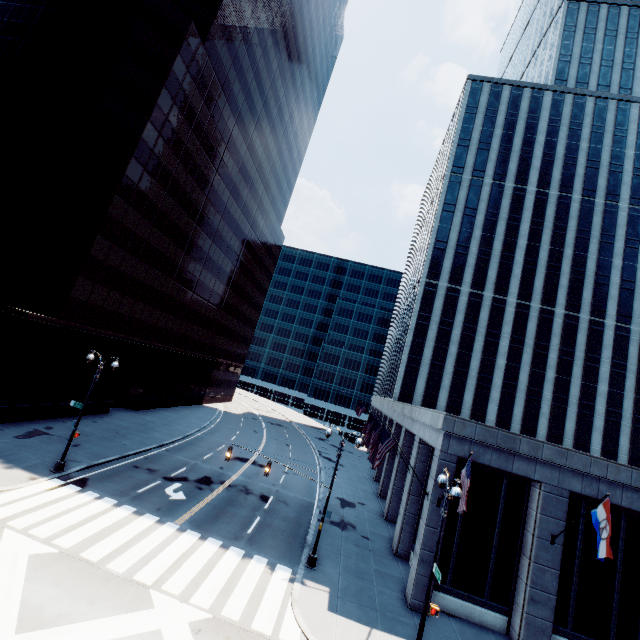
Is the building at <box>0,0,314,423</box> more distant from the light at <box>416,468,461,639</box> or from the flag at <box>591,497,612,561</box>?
the flag at <box>591,497,612,561</box>

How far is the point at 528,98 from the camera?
48.8m

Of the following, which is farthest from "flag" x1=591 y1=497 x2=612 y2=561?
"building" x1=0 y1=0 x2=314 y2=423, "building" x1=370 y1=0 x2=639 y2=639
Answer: "building" x1=0 y1=0 x2=314 y2=423

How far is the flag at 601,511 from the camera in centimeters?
1307cm

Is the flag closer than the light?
No

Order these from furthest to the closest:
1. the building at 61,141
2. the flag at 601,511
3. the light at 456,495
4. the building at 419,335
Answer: the building at 61,141, the building at 419,335, the flag at 601,511, the light at 456,495

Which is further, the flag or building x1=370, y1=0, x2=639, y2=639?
building x1=370, y1=0, x2=639, y2=639
